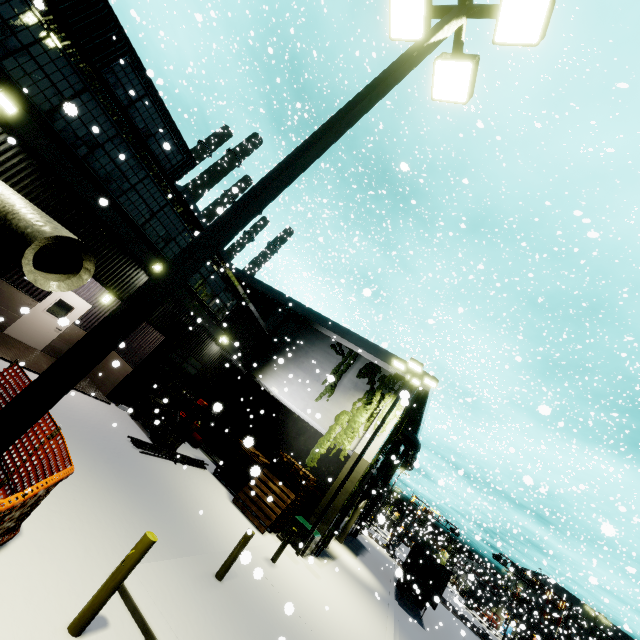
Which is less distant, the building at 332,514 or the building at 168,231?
the building at 168,231

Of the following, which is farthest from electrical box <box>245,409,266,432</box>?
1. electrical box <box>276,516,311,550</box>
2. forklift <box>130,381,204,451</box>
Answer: electrical box <box>276,516,311,550</box>

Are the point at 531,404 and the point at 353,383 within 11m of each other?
yes

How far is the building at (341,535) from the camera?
18.8 meters

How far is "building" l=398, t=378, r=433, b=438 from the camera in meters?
17.5

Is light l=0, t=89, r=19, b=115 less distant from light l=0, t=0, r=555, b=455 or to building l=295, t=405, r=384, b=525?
building l=295, t=405, r=384, b=525

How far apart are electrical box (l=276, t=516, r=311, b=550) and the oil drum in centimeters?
630cm

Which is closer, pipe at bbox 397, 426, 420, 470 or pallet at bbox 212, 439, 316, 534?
pallet at bbox 212, 439, 316, 534
